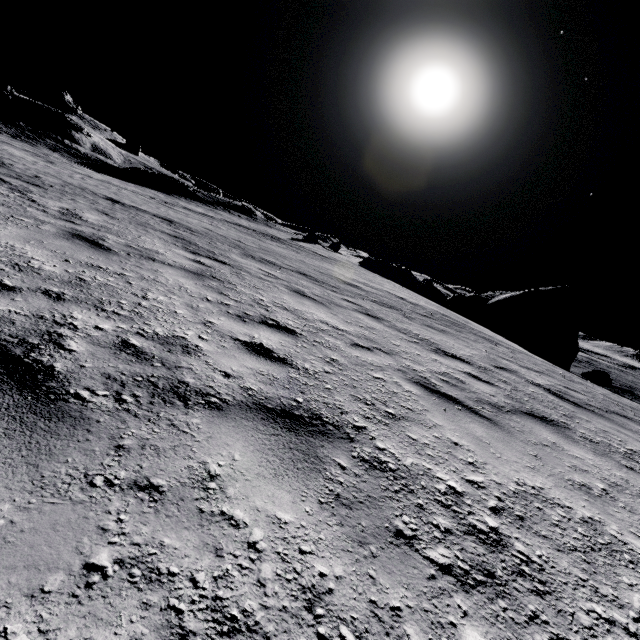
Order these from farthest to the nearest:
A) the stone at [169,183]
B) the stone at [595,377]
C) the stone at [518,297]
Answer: the stone at [169,183] → the stone at [518,297] → the stone at [595,377]

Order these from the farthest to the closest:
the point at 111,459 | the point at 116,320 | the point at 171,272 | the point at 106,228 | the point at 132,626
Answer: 1. the point at 106,228
2. the point at 171,272
3. the point at 116,320
4. the point at 111,459
5. the point at 132,626

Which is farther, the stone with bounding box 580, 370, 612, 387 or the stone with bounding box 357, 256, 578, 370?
the stone with bounding box 357, 256, 578, 370

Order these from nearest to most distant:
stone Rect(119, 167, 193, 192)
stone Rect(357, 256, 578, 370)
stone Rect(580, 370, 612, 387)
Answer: stone Rect(580, 370, 612, 387)
stone Rect(357, 256, 578, 370)
stone Rect(119, 167, 193, 192)

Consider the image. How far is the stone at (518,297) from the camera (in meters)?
23.39

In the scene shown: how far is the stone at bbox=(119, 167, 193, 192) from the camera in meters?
37.0

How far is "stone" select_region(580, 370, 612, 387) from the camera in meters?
19.8 m

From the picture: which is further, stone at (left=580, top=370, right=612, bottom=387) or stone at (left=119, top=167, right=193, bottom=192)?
stone at (left=119, top=167, right=193, bottom=192)
